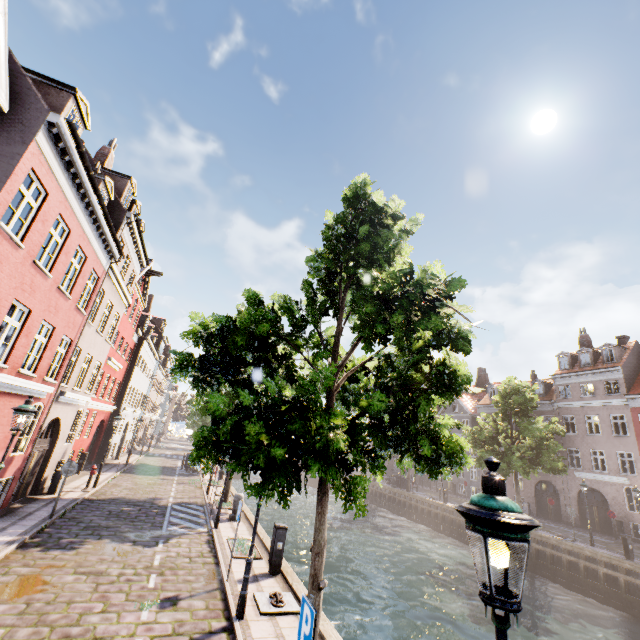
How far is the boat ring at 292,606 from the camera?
7.5 meters

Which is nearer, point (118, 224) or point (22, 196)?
point (22, 196)

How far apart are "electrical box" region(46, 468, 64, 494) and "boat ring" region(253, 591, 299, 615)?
12.5m

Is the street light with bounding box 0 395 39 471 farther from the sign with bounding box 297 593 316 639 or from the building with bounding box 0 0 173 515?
the building with bounding box 0 0 173 515

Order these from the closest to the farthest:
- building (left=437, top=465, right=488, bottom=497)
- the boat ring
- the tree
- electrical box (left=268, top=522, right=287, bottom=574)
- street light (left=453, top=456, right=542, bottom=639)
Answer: street light (left=453, top=456, right=542, bottom=639) < the tree < the boat ring < electrical box (left=268, top=522, right=287, bottom=574) < building (left=437, top=465, right=488, bottom=497)

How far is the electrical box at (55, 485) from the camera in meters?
14.8 m

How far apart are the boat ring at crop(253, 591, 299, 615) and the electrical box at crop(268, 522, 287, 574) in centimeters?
134cm

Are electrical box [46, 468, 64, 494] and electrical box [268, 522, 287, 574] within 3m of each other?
no
